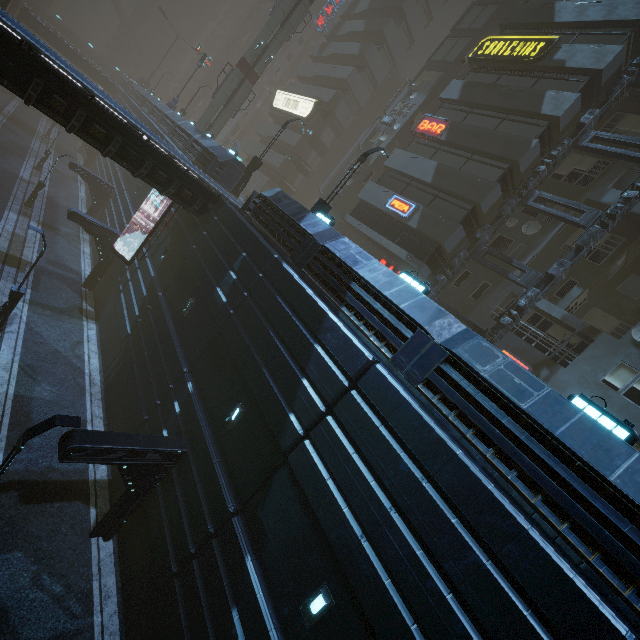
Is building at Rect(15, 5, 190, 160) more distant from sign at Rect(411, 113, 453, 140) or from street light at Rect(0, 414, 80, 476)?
street light at Rect(0, 414, 80, 476)

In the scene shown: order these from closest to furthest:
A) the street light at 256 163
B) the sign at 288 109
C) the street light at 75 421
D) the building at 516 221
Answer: the street light at 75 421 → the building at 516 221 → the street light at 256 163 → the sign at 288 109

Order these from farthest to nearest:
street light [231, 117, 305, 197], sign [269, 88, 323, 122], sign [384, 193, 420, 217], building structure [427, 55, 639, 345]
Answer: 1. sign [269, 88, 323, 122]
2. street light [231, 117, 305, 197]
3. sign [384, 193, 420, 217]
4. building structure [427, 55, 639, 345]

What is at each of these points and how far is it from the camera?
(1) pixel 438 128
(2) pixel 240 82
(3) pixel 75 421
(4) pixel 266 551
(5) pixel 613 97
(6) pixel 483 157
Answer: (1) sign, 22.4m
(2) sm, 31.4m
(3) street light, 8.4m
(4) building, 8.3m
(5) building structure, 17.2m
(6) building, 19.9m

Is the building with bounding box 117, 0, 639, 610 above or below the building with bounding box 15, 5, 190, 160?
above

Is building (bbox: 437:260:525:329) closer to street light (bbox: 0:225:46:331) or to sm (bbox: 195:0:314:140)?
sm (bbox: 195:0:314:140)

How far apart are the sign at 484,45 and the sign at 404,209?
10.4m

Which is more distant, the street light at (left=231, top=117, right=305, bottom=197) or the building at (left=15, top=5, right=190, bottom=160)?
the building at (left=15, top=5, right=190, bottom=160)
